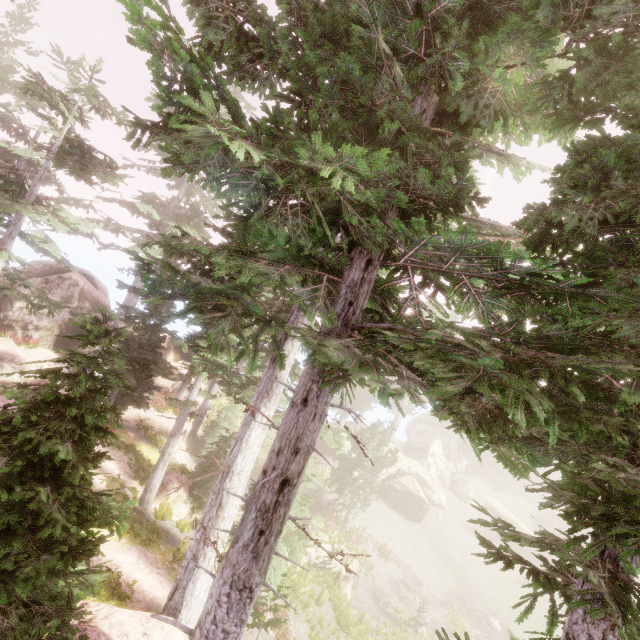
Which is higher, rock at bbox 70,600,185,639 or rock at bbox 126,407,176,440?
rock at bbox 70,600,185,639

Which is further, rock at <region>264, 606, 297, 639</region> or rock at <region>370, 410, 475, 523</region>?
rock at <region>370, 410, 475, 523</region>

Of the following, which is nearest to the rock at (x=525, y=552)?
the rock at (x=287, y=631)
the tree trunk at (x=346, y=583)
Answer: the tree trunk at (x=346, y=583)

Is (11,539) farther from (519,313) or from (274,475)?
(519,313)

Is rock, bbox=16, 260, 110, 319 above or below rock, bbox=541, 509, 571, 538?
above

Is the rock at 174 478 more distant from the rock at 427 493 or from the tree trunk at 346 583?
the rock at 427 493

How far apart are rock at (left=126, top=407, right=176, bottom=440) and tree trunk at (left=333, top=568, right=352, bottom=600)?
13.16m

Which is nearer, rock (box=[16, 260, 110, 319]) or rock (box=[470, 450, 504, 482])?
rock (box=[16, 260, 110, 319])
